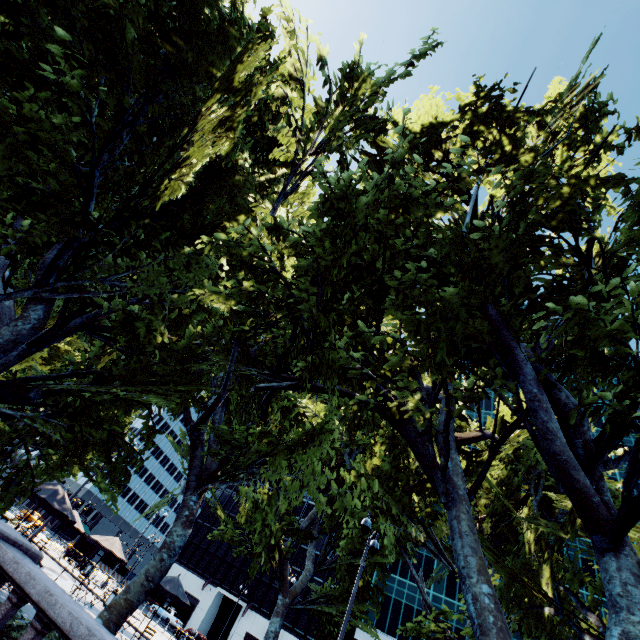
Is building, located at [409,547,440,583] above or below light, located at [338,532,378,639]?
above

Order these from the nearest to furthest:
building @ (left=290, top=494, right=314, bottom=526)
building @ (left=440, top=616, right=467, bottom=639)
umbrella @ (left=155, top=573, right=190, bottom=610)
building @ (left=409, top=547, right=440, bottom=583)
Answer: umbrella @ (left=155, top=573, right=190, bottom=610), building @ (left=440, top=616, right=467, bottom=639), building @ (left=409, top=547, right=440, bottom=583), building @ (left=290, top=494, right=314, bottom=526)

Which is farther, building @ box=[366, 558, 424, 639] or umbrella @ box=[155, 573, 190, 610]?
building @ box=[366, 558, 424, 639]

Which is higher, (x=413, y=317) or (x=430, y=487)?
(x=430, y=487)

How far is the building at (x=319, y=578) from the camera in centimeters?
4794cm

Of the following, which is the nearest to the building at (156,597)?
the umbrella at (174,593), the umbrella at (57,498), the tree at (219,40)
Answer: the tree at (219,40)

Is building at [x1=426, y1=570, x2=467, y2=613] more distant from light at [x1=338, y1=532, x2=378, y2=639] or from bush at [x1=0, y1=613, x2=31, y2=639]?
bush at [x1=0, y1=613, x2=31, y2=639]

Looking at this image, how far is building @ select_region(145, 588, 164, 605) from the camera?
51.50m
